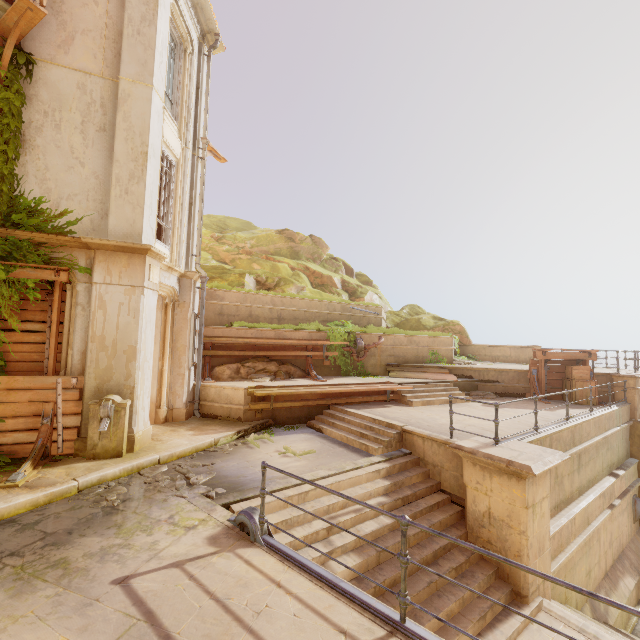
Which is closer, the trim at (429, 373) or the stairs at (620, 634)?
the stairs at (620, 634)

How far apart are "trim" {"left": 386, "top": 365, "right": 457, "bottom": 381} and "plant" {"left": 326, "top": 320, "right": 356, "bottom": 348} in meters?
1.7 m

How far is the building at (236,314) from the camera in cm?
1281

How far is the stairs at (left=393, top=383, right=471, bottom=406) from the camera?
11.51m

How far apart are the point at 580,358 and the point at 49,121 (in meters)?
18.79

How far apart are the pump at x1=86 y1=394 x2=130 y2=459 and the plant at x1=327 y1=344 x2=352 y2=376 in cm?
809

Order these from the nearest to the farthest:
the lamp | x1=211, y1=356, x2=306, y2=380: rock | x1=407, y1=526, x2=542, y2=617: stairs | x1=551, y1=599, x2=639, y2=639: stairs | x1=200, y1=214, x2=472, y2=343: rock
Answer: the lamp
x1=407, y1=526, x2=542, y2=617: stairs
x1=551, y1=599, x2=639, y2=639: stairs
x1=211, y1=356, x2=306, y2=380: rock
x1=200, y1=214, x2=472, y2=343: rock

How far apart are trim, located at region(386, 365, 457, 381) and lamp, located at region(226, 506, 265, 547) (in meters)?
10.25
